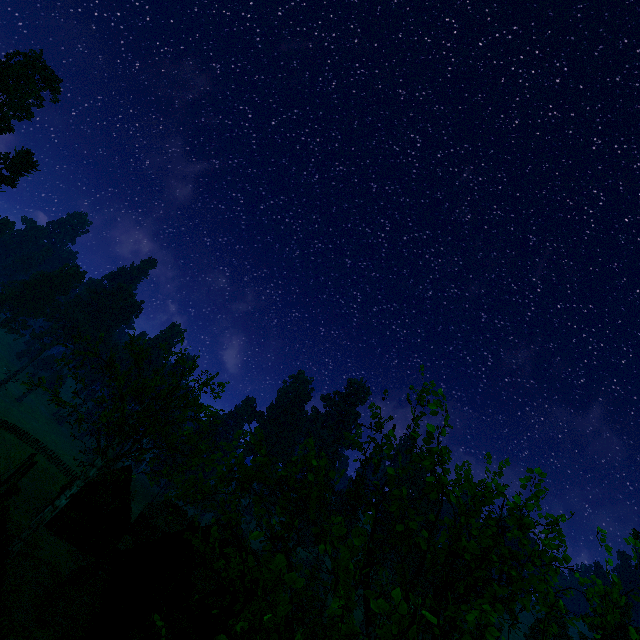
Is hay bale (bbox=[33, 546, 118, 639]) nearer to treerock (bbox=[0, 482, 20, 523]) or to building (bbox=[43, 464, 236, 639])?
building (bbox=[43, 464, 236, 639])

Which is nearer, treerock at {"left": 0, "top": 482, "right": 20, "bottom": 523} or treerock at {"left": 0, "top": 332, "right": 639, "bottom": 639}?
treerock at {"left": 0, "top": 332, "right": 639, "bottom": 639}

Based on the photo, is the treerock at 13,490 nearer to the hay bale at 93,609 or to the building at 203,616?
the building at 203,616

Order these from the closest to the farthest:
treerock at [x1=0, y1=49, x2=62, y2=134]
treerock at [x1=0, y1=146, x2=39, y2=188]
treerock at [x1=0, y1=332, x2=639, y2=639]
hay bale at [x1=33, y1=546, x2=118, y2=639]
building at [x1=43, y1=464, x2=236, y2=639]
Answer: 1. treerock at [x1=0, y1=332, x2=639, y2=639]
2. building at [x1=43, y1=464, x2=236, y2=639]
3. hay bale at [x1=33, y1=546, x2=118, y2=639]
4. treerock at [x1=0, y1=49, x2=62, y2=134]
5. treerock at [x1=0, y1=146, x2=39, y2=188]

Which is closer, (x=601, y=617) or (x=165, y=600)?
(x=601, y=617)
